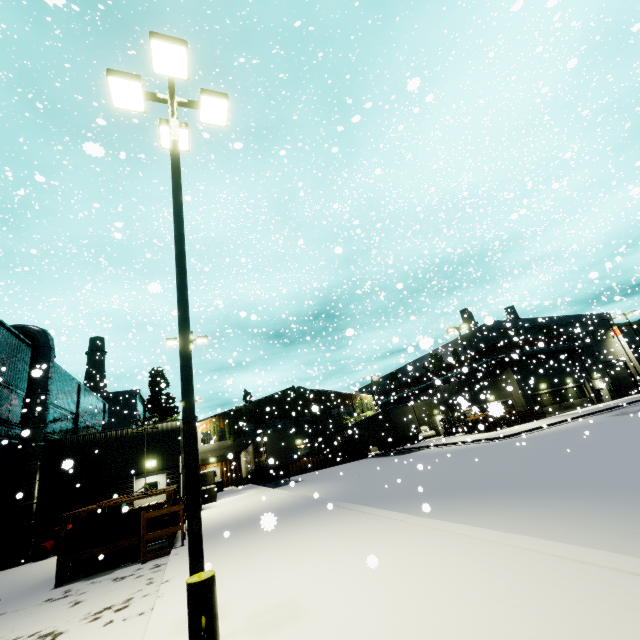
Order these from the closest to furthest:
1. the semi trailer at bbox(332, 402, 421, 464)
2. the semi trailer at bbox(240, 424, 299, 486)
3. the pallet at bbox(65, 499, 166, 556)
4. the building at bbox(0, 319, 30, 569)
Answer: the pallet at bbox(65, 499, 166, 556)
the building at bbox(0, 319, 30, 569)
the semi trailer at bbox(240, 424, 299, 486)
the semi trailer at bbox(332, 402, 421, 464)

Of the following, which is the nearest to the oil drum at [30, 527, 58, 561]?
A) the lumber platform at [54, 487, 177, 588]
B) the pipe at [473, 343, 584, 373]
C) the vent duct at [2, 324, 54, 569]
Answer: the vent duct at [2, 324, 54, 569]

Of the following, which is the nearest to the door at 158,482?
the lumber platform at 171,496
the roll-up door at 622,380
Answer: the lumber platform at 171,496

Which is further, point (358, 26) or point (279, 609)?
point (358, 26)

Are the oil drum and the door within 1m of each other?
no

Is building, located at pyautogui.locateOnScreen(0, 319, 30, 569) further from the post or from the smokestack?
the post

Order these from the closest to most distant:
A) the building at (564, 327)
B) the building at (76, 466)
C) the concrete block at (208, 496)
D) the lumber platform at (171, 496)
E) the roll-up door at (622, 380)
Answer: the lumber platform at (171, 496)
the building at (76, 466)
the concrete block at (208, 496)
the building at (564, 327)
the roll-up door at (622, 380)

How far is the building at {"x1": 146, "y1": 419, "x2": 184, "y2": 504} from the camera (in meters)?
17.53
